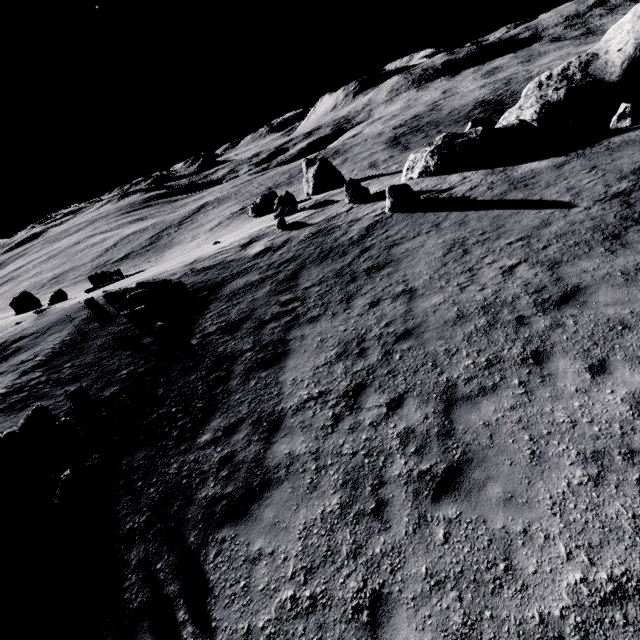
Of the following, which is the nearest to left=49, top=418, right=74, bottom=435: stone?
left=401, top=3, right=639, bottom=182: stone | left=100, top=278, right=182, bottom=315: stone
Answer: left=100, top=278, right=182, bottom=315: stone

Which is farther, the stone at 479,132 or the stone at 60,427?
the stone at 479,132

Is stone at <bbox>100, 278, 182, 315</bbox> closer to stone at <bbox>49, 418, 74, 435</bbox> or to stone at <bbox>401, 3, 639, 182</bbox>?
stone at <bbox>49, 418, 74, 435</bbox>

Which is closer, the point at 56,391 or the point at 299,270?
the point at 56,391

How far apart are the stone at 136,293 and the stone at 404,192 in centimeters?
1122cm

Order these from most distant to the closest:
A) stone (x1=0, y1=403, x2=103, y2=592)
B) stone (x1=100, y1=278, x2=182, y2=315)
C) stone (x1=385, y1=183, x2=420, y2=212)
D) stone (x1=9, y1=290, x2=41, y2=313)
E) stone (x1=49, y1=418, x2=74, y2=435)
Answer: stone (x1=9, y1=290, x2=41, y2=313), stone (x1=385, y1=183, x2=420, y2=212), stone (x1=100, y1=278, x2=182, y2=315), stone (x1=49, y1=418, x2=74, y2=435), stone (x1=0, y1=403, x2=103, y2=592)

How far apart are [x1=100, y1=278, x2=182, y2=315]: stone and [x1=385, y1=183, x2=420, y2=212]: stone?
11.2m

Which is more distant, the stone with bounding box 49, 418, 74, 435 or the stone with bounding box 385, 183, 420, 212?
the stone with bounding box 385, 183, 420, 212
